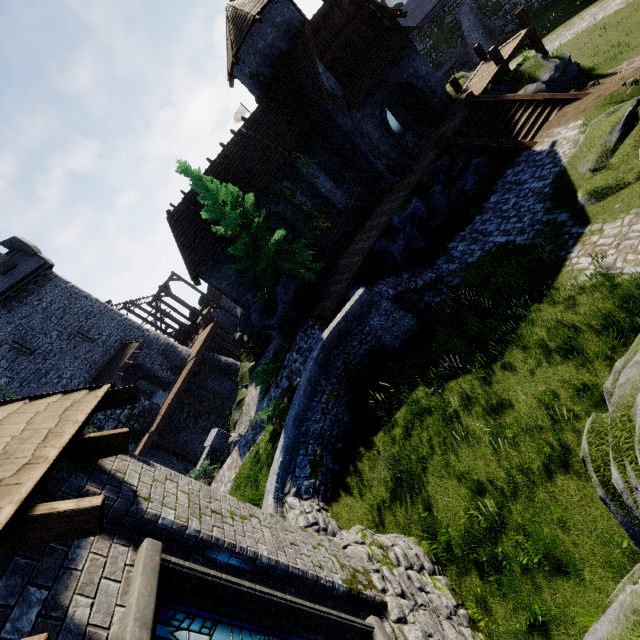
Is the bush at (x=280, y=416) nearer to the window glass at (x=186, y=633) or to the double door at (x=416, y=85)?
the window glass at (x=186, y=633)

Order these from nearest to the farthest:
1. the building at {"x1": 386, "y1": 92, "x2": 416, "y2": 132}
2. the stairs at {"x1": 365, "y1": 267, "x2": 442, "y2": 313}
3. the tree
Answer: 1. the stairs at {"x1": 365, "y1": 267, "x2": 442, "y2": 313}
2. the tree
3. the building at {"x1": 386, "y1": 92, "x2": 416, "y2": 132}

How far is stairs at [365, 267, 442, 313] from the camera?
13.6 meters

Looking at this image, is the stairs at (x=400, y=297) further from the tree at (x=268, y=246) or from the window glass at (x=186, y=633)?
the window glass at (x=186, y=633)

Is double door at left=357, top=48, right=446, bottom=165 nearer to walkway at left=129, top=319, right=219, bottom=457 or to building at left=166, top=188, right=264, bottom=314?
building at left=166, top=188, right=264, bottom=314

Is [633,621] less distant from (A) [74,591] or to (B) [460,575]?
(A) [74,591]

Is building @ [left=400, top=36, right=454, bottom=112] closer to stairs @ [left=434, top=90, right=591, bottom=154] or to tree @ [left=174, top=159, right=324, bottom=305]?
tree @ [left=174, top=159, right=324, bottom=305]

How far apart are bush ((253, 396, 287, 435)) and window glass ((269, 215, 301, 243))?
11.30m
